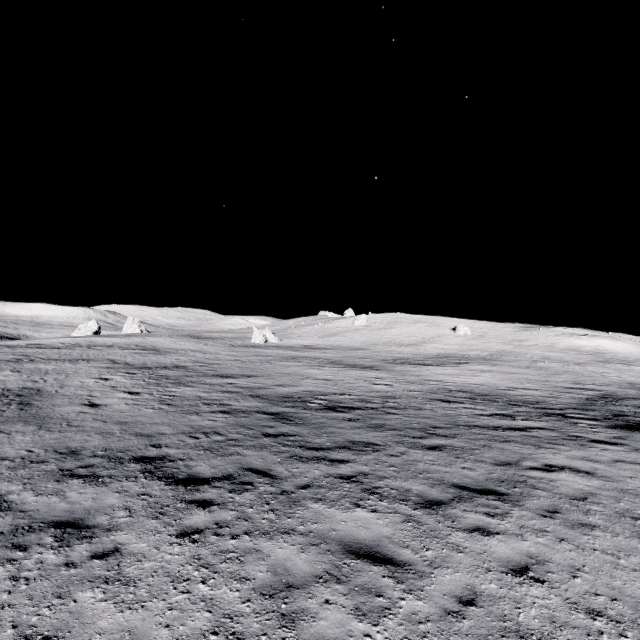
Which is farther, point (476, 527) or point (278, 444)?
point (278, 444)
